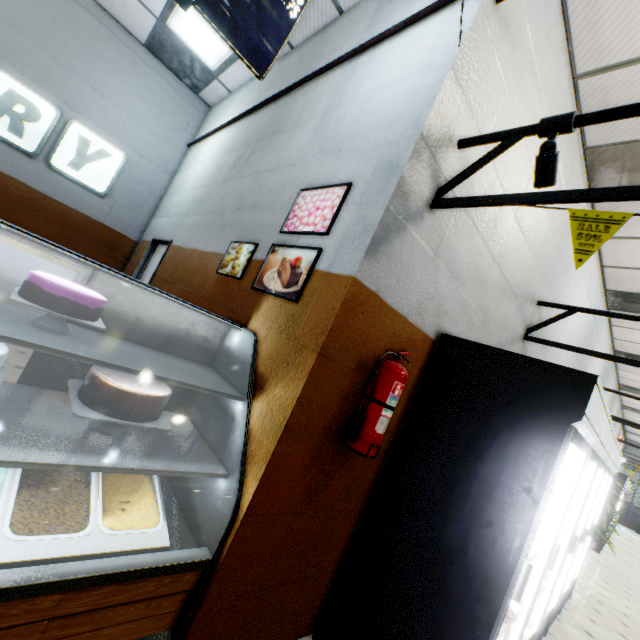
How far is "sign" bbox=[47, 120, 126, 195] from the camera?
4.77m

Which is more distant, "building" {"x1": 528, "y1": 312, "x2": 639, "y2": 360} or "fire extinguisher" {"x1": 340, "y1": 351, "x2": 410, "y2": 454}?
"building" {"x1": 528, "y1": 312, "x2": 639, "y2": 360}

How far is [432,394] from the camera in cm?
227

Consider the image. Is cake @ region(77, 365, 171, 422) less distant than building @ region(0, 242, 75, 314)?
Yes

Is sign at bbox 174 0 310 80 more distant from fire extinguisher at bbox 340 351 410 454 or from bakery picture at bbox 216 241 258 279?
fire extinguisher at bbox 340 351 410 454

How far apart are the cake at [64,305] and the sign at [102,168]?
4.6 meters

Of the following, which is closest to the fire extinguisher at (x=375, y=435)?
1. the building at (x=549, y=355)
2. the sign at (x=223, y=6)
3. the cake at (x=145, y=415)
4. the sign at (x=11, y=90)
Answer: the building at (x=549, y=355)

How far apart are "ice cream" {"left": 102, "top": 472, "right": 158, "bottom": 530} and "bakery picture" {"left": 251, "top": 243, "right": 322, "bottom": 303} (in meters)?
1.26
